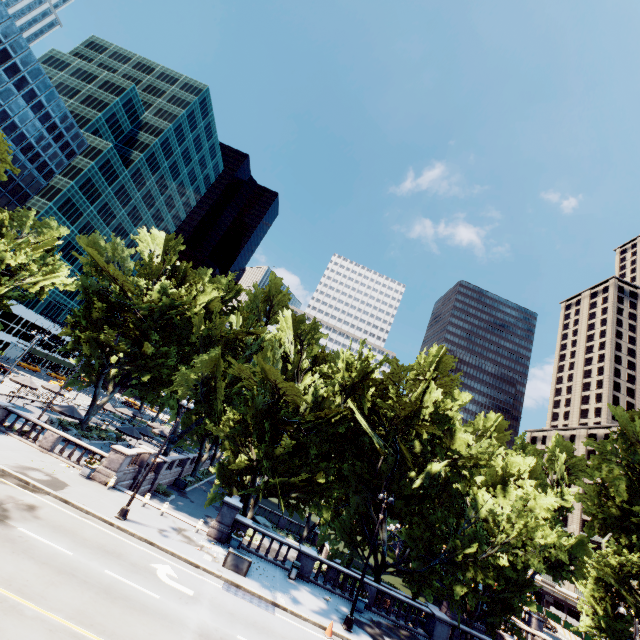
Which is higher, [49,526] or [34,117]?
[34,117]

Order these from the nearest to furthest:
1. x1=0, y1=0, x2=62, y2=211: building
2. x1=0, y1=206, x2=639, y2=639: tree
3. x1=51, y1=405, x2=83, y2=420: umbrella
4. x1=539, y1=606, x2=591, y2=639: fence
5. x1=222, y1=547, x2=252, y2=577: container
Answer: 1. x1=222, y1=547, x2=252, y2=577: container
2. x1=0, y1=206, x2=639, y2=639: tree
3. x1=51, y1=405, x2=83, y2=420: umbrella
4. x1=0, y1=0, x2=62, y2=211: building
5. x1=539, y1=606, x2=591, y2=639: fence

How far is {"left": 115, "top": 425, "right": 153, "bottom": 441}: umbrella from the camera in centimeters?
3278cm

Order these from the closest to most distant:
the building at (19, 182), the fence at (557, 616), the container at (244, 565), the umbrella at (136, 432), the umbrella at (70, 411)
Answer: the container at (244, 565), the umbrella at (70, 411), the umbrella at (136, 432), the building at (19, 182), the fence at (557, 616)

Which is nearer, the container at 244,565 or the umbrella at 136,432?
the container at 244,565

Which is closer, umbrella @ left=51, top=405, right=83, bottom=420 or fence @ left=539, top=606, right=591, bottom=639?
umbrella @ left=51, top=405, right=83, bottom=420

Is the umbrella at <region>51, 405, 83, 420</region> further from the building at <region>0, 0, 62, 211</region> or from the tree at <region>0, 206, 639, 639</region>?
the building at <region>0, 0, 62, 211</region>

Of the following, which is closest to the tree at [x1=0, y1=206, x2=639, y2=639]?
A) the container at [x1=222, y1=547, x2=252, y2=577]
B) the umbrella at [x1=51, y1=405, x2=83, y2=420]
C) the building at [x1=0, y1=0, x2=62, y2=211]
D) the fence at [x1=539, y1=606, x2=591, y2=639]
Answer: the container at [x1=222, y1=547, x2=252, y2=577]
